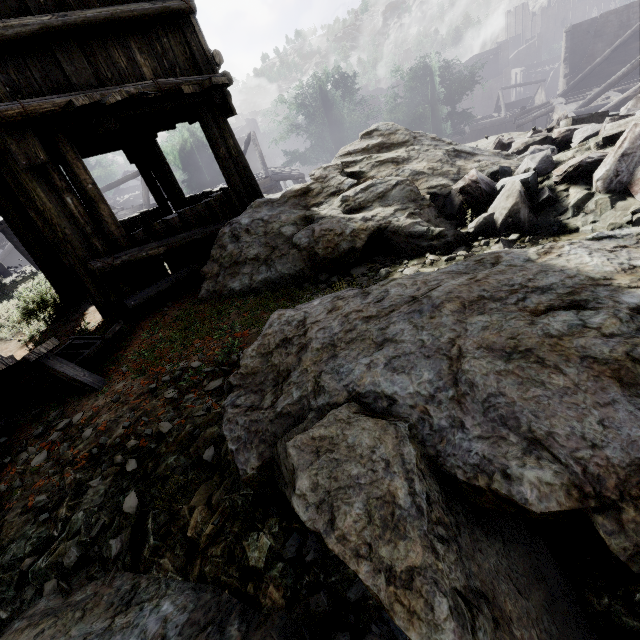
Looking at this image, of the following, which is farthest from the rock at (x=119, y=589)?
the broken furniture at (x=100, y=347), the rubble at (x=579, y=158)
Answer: the broken furniture at (x=100, y=347)

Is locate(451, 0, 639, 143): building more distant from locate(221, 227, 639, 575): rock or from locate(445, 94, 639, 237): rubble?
locate(445, 94, 639, 237): rubble

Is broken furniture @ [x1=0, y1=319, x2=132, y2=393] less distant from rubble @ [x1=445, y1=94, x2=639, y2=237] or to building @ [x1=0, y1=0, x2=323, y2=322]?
building @ [x1=0, y1=0, x2=323, y2=322]

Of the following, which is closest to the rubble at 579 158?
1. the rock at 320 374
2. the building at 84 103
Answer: the rock at 320 374

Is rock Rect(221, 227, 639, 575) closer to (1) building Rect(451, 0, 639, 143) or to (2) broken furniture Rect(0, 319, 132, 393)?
(1) building Rect(451, 0, 639, 143)

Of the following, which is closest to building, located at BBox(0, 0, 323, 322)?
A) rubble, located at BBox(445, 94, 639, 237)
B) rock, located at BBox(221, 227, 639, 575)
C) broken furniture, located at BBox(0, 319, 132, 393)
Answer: rock, located at BBox(221, 227, 639, 575)

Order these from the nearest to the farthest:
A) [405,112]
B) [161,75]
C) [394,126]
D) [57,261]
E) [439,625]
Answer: [439,625], [161,75], [394,126], [57,261], [405,112]

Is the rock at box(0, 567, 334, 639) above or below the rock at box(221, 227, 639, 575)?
below
